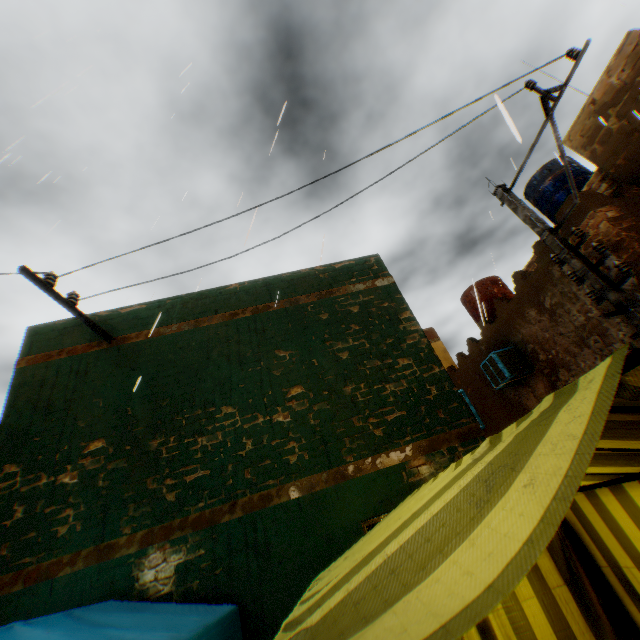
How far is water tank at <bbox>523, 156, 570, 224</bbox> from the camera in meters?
9.9 m

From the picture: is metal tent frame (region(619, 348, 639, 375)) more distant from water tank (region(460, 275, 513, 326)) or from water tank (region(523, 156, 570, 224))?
water tank (region(523, 156, 570, 224))

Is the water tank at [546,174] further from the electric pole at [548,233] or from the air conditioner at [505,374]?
the electric pole at [548,233]

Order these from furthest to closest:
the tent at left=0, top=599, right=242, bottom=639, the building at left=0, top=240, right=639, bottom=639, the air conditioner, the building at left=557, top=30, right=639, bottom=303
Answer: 1. the air conditioner
2. the building at left=557, top=30, right=639, bottom=303
3. the building at left=0, top=240, right=639, bottom=639
4. the tent at left=0, top=599, right=242, bottom=639

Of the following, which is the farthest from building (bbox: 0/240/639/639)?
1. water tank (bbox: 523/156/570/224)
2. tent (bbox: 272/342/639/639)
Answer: water tank (bbox: 523/156/570/224)

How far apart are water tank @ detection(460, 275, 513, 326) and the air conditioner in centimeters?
250cm

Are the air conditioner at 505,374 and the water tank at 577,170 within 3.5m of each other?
no

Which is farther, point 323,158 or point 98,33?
point 98,33
